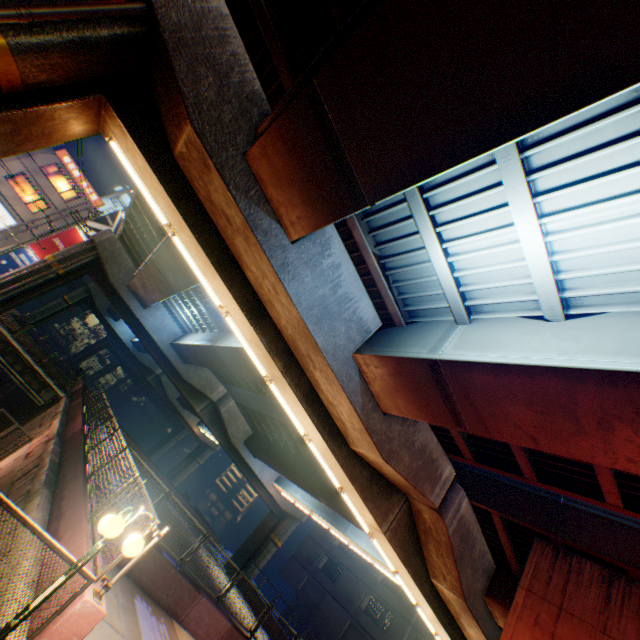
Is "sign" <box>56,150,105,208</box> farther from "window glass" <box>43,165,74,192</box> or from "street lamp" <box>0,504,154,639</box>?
"street lamp" <box>0,504,154,639</box>

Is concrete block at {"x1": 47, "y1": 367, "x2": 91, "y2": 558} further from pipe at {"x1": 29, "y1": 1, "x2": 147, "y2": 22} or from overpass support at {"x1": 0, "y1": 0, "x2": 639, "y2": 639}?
pipe at {"x1": 29, "y1": 1, "x2": 147, "y2": 22}

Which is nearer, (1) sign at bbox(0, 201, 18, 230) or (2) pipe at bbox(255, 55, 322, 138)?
(2) pipe at bbox(255, 55, 322, 138)

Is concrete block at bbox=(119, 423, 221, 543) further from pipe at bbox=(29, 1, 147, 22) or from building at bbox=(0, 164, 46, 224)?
building at bbox=(0, 164, 46, 224)

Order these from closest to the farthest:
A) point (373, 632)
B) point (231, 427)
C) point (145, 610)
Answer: point (145, 610), point (231, 427), point (373, 632)

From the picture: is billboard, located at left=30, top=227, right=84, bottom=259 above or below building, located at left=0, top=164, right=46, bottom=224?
above

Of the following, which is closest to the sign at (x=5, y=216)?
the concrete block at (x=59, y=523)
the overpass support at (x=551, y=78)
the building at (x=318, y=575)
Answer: the overpass support at (x=551, y=78)

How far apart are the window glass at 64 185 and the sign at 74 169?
0.5m
